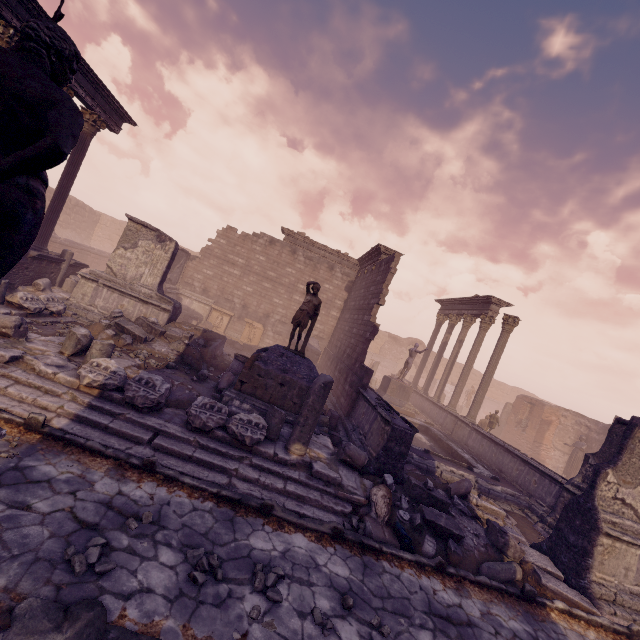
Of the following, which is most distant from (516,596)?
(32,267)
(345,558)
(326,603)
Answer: (32,267)

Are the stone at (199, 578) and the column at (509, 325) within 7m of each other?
no

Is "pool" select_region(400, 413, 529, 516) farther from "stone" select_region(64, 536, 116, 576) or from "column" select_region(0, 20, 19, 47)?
"column" select_region(0, 20, 19, 47)

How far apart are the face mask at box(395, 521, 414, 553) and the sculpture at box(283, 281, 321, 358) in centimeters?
465cm

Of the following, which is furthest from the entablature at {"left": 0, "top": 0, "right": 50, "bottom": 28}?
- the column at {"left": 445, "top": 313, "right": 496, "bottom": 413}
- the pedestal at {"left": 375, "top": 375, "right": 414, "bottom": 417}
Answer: the column at {"left": 445, "top": 313, "right": 496, "bottom": 413}

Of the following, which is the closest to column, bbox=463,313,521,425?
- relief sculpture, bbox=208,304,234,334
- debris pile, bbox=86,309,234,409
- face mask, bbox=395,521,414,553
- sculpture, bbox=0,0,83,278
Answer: face mask, bbox=395,521,414,553

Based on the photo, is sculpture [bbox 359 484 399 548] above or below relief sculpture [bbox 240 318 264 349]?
below

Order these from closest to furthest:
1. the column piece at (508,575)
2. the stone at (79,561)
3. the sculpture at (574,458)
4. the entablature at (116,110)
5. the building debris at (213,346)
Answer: the stone at (79,561) < the column piece at (508,575) < the entablature at (116,110) < the building debris at (213,346) < the sculpture at (574,458)
